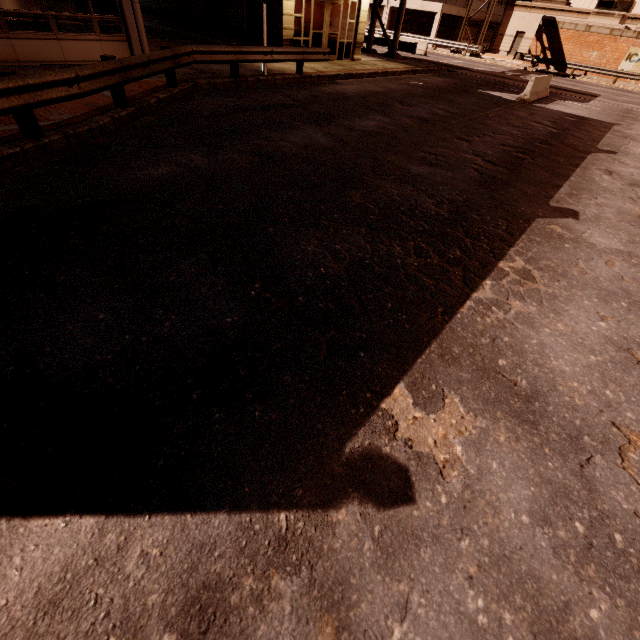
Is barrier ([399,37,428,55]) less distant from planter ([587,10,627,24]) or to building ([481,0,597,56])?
planter ([587,10,627,24])

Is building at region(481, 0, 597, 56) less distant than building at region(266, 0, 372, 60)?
No

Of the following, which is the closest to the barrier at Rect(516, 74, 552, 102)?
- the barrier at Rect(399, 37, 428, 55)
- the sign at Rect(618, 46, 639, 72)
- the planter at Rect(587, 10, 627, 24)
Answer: the barrier at Rect(399, 37, 428, 55)

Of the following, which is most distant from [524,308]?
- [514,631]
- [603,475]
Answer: [514,631]

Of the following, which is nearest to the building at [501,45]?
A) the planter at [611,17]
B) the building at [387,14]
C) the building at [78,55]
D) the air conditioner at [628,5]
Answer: the air conditioner at [628,5]

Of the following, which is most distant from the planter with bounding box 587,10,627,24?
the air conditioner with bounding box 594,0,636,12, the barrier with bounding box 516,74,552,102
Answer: the barrier with bounding box 516,74,552,102

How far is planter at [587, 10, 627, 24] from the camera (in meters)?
28.74

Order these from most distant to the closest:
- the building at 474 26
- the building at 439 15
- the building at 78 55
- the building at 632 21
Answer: the building at 474 26
the building at 439 15
the building at 632 21
the building at 78 55
